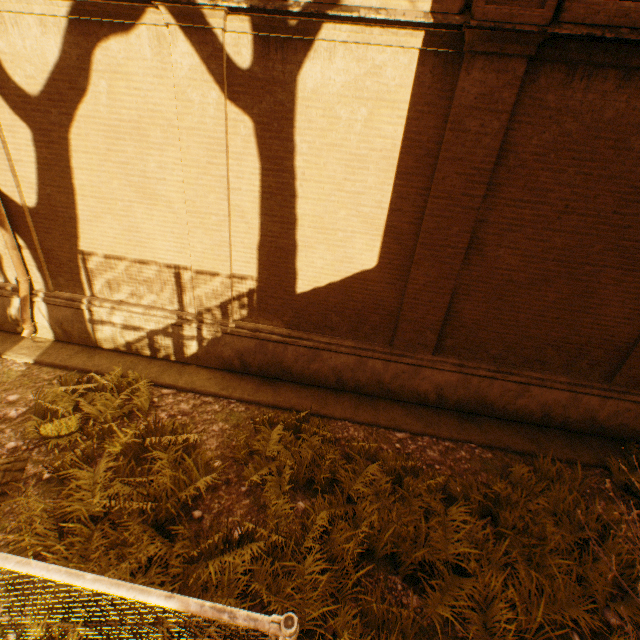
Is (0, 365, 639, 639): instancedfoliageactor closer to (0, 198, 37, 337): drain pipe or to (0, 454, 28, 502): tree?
(0, 454, 28, 502): tree

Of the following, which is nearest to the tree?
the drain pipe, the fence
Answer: the fence

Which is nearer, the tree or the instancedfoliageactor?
the instancedfoliageactor

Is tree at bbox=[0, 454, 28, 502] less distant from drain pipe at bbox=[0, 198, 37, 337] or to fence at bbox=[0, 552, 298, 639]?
fence at bbox=[0, 552, 298, 639]

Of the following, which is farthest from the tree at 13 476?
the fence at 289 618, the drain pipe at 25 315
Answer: the drain pipe at 25 315

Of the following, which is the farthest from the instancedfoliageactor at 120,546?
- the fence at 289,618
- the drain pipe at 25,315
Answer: the drain pipe at 25,315

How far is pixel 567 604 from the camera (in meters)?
3.74

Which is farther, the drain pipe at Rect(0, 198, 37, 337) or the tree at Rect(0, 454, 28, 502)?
the drain pipe at Rect(0, 198, 37, 337)
